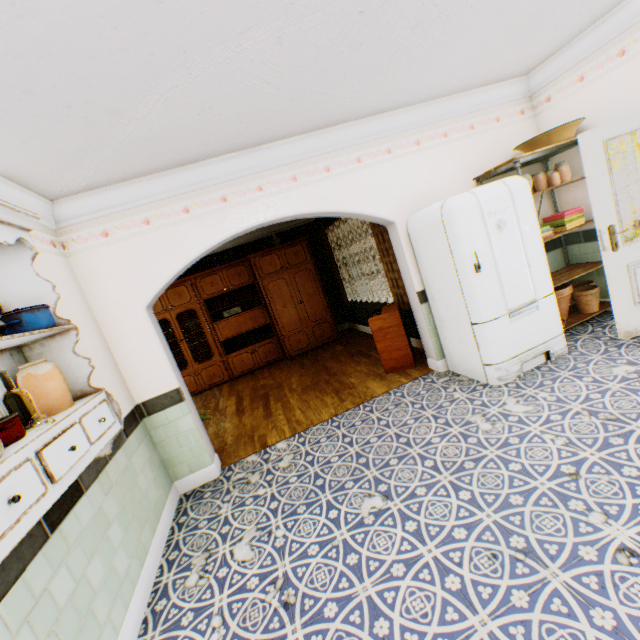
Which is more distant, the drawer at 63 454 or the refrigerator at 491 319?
the refrigerator at 491 319

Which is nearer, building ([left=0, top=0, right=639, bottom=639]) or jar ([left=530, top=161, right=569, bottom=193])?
building ([left=0, top=0, right=639, bottom=639])

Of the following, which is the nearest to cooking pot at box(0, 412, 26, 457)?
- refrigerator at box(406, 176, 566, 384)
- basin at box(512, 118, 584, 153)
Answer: refrigerator at box(406, 176, 566, 384)

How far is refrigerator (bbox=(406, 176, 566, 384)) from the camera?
3.2 meters

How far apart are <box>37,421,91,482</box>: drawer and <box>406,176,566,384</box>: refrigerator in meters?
3.3 m

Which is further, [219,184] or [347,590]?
[219,184]

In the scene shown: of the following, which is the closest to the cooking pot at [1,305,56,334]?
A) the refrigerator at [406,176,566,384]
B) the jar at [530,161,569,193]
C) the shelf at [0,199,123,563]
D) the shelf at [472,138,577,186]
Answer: the shelf at [0,199,123,563]

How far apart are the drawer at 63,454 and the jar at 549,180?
5.0 meters
